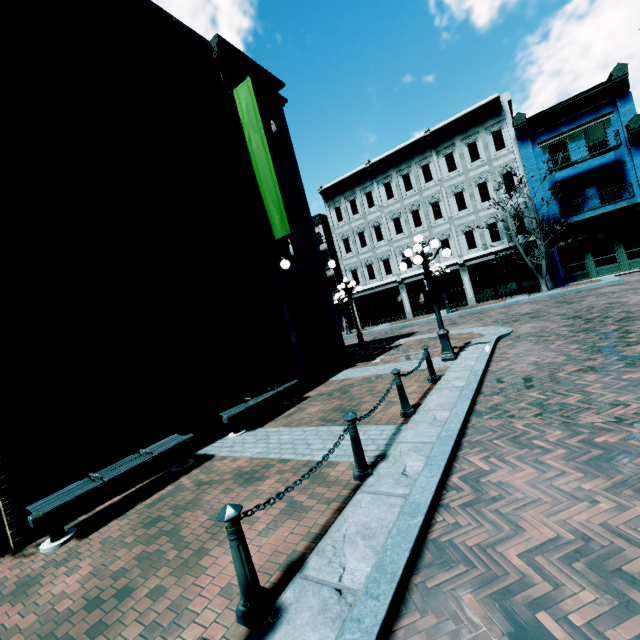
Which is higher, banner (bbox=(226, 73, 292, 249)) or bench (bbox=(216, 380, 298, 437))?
banner (bbox=(226, 73, 292, 249))

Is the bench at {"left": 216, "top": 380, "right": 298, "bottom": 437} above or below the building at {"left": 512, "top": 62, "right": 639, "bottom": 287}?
below

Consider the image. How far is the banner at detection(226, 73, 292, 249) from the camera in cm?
1015

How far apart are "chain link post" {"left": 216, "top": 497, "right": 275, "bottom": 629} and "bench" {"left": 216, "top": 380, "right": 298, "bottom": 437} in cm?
460

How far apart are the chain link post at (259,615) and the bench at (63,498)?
3.46m

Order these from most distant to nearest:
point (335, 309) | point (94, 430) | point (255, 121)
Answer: point (335, 309)
point (255, 121)
point (94, 430)

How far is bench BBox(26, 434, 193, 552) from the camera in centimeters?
447cm

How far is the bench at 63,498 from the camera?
4.5 meters
